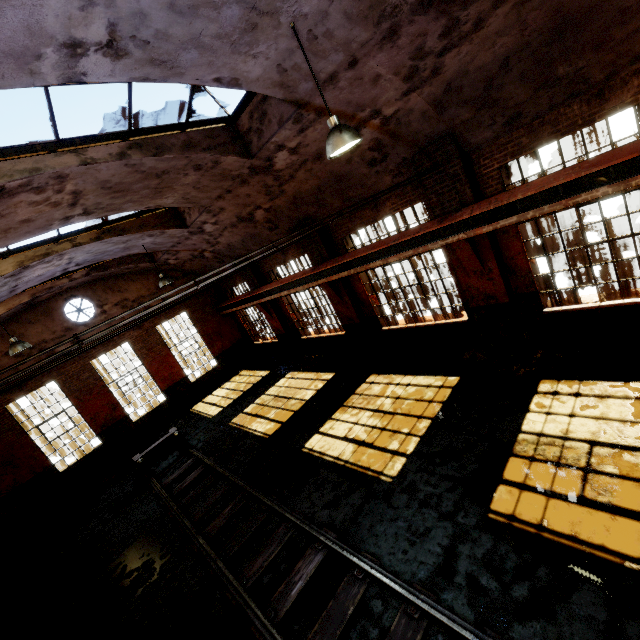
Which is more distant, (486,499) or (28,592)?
(28,592)

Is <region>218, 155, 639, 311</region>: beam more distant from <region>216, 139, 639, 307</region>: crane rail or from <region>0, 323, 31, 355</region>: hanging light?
<region>0, 323, 31, 355</region>: hanging light

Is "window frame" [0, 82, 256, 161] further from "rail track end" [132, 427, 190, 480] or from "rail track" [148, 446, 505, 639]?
"rail track end" [132, 427, 190, 480]

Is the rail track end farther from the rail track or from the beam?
the beam

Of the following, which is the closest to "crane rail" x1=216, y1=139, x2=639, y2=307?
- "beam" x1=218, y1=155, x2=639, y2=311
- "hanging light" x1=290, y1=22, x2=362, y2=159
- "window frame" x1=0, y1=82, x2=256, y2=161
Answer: "beam" x1=218, y1=155, x2=639, y2=311

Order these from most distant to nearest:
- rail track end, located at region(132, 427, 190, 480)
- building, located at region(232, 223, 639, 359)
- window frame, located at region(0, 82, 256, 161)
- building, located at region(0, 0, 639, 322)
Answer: rail track end, located at region(132, 427, 190, 480) < building, located at region(232, 223, 639, 359) < window frame, located at region(0, 82, 256, 161) < building, located at region(0, 0, 639, 322)

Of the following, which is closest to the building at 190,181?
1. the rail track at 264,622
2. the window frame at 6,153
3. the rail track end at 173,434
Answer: the window frame at 6,153

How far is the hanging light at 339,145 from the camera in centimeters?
432cm
